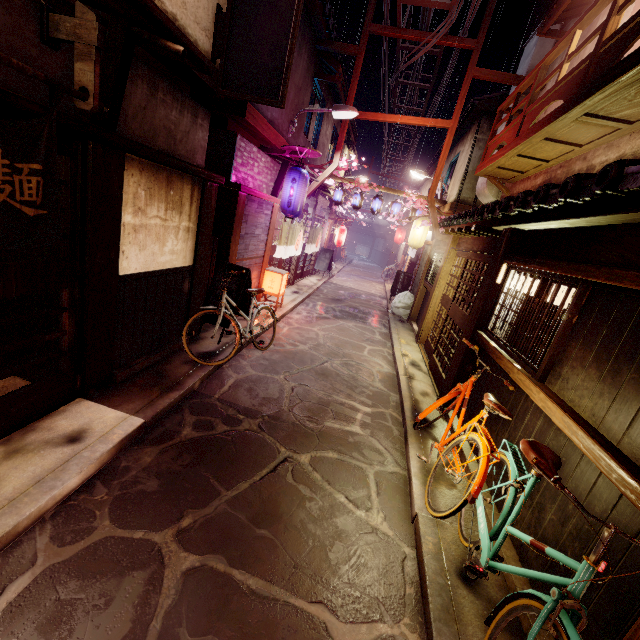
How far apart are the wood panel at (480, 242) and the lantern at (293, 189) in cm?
723

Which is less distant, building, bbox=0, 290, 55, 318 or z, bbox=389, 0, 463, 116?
building, bbox=0, 290, 55, 318

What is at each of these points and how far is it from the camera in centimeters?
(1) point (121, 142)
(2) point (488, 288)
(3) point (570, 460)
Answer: (1) wood bar, 604cm
(2) wood pole, 920cm
(3) foundation, 497cm

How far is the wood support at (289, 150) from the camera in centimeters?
1302cm

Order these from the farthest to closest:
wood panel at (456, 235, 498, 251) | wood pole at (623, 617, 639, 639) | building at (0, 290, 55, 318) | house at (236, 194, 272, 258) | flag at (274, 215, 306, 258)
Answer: flag at (274, 215, 306, 258) → house at (236, 194, 272, 258) → wood panel at (456, 235, 498, 251) → building at (0, 290, 55, 318) → wood pole at (623, 617, 639, 639)

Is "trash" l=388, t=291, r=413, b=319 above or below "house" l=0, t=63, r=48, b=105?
below

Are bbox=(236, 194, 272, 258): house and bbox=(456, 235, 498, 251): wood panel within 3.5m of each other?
no

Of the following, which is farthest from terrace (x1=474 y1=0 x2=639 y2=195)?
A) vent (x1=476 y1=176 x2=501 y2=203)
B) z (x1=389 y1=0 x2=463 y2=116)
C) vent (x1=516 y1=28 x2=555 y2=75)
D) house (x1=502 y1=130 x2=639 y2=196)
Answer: z (x1=389 y1=0 x2=463 y2=116)
